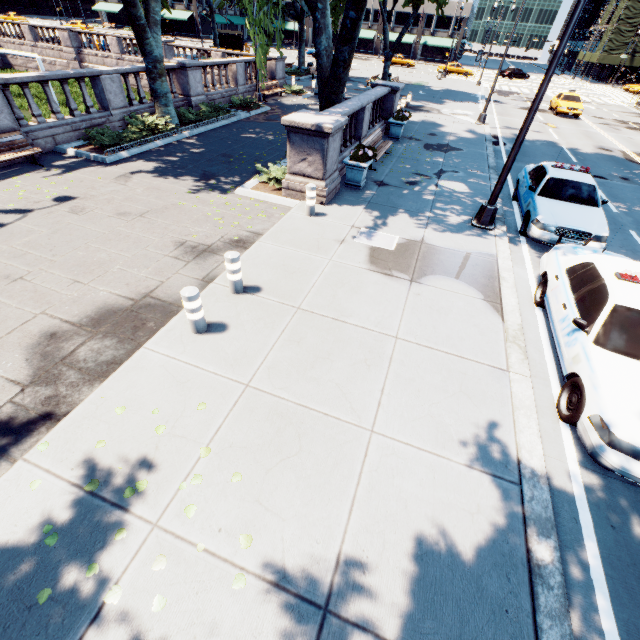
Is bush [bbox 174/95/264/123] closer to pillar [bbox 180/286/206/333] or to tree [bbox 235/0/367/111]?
tree [bbox 235/0/367/111]

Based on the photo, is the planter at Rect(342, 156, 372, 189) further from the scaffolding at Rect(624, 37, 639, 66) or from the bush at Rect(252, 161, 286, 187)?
the scaffolding at Rect(624, 37, 639, 66)

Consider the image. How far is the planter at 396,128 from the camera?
15.4m

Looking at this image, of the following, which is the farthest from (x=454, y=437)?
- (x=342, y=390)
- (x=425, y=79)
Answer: (x=425, y=79)

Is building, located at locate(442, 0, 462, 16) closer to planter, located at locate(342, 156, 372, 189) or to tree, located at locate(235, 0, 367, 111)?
tree, located at locate(235, 0, 367, 111)

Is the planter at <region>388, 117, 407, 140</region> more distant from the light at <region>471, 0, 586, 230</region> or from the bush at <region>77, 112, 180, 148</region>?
the bush at <region>77, 112, 180, 148</region>

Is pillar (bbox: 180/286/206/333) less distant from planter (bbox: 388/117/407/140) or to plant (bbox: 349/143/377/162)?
plant (bbox: 349/143/377/162)

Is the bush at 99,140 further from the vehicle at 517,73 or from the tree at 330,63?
the vehicle at 517,73
